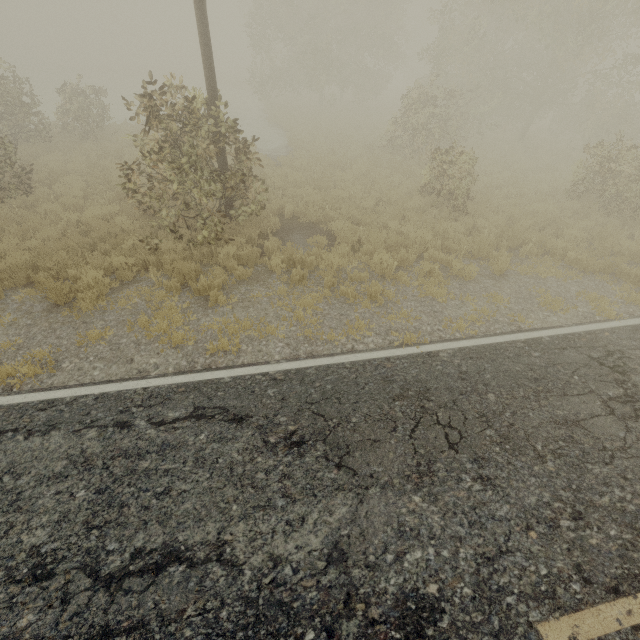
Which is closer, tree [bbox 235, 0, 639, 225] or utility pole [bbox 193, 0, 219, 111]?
utility pole [bbox 193, 0, 219, 111]

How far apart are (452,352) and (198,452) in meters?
4.3

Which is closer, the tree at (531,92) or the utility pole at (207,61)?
the utility pole at (207,61)
